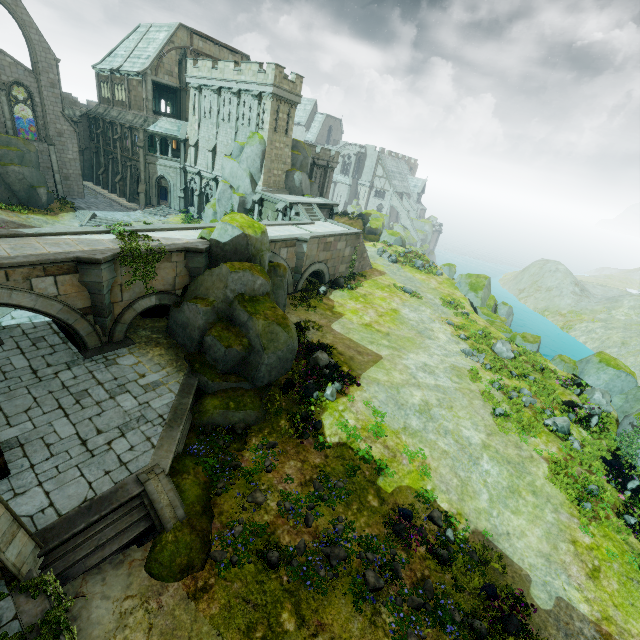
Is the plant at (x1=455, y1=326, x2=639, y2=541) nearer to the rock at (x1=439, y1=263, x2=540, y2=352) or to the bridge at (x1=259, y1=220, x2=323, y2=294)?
the rock at (x1=439, y1=263, x2=540, y2=352)

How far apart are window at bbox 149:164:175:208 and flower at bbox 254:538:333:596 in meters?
42.3

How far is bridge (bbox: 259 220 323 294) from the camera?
23.58m

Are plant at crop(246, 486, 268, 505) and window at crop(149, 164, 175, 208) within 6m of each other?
no

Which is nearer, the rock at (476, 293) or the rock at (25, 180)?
the rock at (476, 293)

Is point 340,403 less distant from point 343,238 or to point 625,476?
point 625,476

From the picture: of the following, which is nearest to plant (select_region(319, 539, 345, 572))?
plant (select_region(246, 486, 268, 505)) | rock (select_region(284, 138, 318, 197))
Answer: plant (select_region(246, 486, 268, 505))

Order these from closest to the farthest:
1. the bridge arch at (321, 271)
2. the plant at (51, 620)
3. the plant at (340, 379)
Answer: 1. the plant at (51, 620)
2. the plant at (340, 379)
3. the bridge arch at (321, 271)
